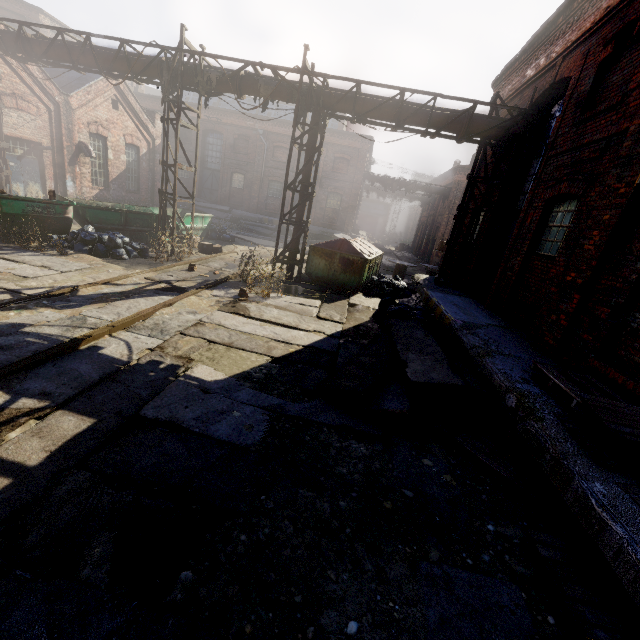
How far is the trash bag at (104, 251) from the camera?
9.79m

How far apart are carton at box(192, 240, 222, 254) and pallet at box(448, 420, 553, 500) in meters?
12.3

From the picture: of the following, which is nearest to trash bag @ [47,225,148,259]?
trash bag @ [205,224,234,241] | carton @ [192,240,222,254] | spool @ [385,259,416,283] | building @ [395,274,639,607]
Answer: carton @ [192,240,222,254]

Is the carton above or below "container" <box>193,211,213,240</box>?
below

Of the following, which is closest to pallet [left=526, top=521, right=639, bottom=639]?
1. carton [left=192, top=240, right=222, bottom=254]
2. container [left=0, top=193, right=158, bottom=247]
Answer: container [left=0, top=193, right=158, bottom=247]

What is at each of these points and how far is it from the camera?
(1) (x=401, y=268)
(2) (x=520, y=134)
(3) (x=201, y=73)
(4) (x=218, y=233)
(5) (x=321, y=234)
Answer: (1) spool, 16.7m
(2) light, 7.5m
(3) pipe, 10.1m
(4) trash bag, 17.8m
(5) building, 27.2m

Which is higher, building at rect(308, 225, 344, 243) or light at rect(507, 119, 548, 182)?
light at rect(507, 119, 548, 182)

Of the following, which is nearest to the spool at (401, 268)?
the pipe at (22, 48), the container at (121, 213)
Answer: the pipe at (22, 48)
